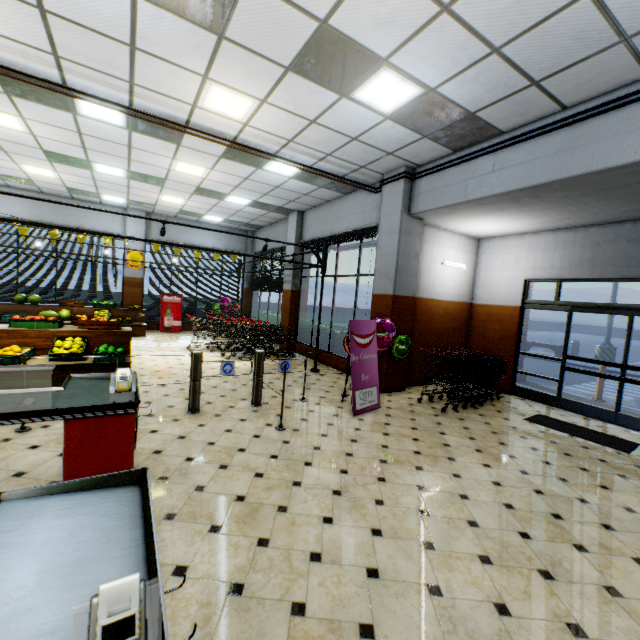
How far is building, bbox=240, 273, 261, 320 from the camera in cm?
1571

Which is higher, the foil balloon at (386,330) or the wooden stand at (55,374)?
the foil balloon at (386,330)

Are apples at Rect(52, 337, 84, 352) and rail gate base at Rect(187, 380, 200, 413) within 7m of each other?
yes

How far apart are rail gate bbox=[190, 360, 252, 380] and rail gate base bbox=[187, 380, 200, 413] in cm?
1

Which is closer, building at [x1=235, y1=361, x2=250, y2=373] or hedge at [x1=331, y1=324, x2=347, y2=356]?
building at [x1=235, y1=361, x2=250, y2=373]

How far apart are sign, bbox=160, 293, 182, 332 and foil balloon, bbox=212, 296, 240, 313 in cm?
145

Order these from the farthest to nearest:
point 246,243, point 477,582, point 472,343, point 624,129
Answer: point 246,243 < point 472,343 < point 624,129 < point 477,582

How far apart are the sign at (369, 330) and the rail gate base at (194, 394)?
2.51m
